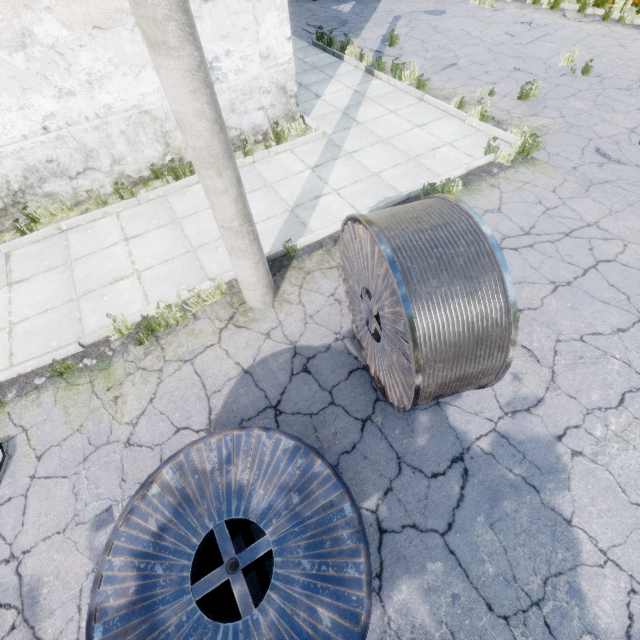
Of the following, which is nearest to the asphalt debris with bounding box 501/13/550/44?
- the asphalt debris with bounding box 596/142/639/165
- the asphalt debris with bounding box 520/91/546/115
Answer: the asphalt debris with bounding box 520/91/546/115

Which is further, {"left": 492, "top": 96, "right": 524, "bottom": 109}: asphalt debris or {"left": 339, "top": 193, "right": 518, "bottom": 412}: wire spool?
{"left": 492, "top": 96, "right": 524, "bottom": 109}: asphalt debris

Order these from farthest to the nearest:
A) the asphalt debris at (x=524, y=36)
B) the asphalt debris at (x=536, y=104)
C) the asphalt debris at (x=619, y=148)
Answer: the asphalt debris at (x=524, y=36) < the asphalt debris at (x=536, y=104) < the asphalt debris at (x=619, y=148)

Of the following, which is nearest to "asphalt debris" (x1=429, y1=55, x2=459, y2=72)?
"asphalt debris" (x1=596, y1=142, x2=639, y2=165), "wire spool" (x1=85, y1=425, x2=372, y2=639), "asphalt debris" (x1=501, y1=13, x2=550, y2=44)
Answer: "asphalt debris" (x1=501, y1=13, x2=550, y2=44)

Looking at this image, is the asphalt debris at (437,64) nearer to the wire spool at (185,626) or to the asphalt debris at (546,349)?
the asphalt debris at (546,349)

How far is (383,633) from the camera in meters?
2.8

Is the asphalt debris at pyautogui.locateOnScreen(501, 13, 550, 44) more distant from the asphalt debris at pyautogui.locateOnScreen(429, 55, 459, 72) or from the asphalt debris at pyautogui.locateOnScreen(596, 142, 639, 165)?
the asphalt debris at pyautogui.locateOnScreen(596, 142, 639, 165)

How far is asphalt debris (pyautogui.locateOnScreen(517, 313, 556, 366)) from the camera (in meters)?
4.09
